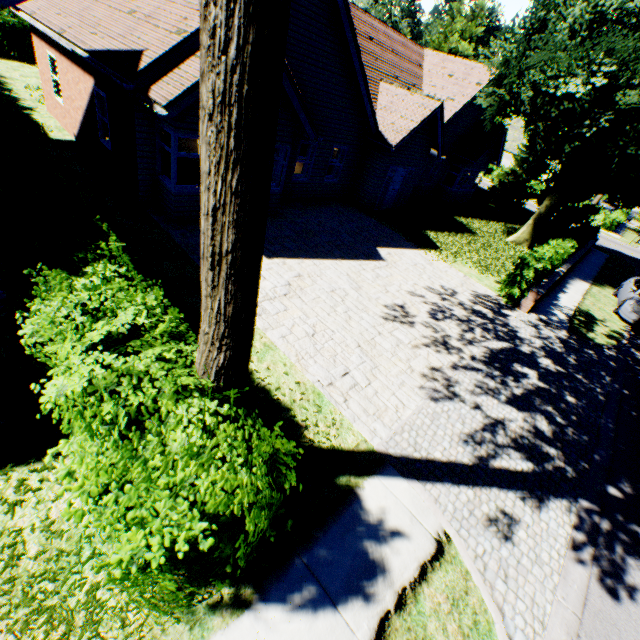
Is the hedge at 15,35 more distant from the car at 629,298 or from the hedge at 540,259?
the hedge at 540,259

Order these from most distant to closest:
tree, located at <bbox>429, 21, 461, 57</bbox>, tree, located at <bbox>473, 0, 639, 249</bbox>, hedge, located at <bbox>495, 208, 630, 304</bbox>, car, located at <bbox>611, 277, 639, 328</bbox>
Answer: tree, located at <bbox>429, 21, 461, 57</bbox> → car, located at <bbox>611, 277, 639, 328</bbox> → tree, located at <bbox>473, 0, 639, 249</bbox> → hedge, located at <bbox>495, 208, 630, 304</bbox>

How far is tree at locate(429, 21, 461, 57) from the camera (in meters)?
25.75

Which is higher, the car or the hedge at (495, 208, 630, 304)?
the hedge at (495, 208, 630, 304)

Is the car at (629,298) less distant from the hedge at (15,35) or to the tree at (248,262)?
the tree at (248,262)

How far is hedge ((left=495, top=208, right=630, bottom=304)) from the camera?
11.8 meters

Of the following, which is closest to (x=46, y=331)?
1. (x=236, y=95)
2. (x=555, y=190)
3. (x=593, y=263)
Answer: (x=236, y=95)

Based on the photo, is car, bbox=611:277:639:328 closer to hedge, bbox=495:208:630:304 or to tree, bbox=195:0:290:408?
hedge, bbox=495:208:630:304
